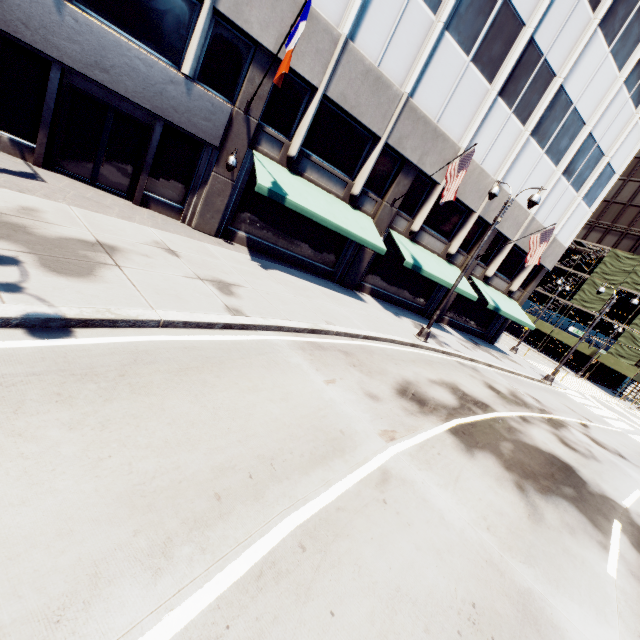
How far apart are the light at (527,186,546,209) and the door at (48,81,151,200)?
14.3 meters

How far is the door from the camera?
10.75m

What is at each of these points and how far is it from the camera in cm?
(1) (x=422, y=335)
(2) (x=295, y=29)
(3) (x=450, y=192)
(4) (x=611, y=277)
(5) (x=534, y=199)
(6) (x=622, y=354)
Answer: (1) light, 1472
(2) flag, 921
(3) flag, 1352
(4) scaffolding, 4006
(5) light, 1210
(6) scaffolding, 3750

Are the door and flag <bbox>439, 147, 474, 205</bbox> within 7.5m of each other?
no

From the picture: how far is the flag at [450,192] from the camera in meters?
13.3

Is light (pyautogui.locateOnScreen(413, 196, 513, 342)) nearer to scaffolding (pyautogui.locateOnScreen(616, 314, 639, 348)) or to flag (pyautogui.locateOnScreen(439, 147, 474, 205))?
flag (pyautogui.locateOnScreen(439, 147, 474, 205))

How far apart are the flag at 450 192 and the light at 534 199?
2.55m

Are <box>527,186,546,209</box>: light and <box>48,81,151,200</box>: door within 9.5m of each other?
no
